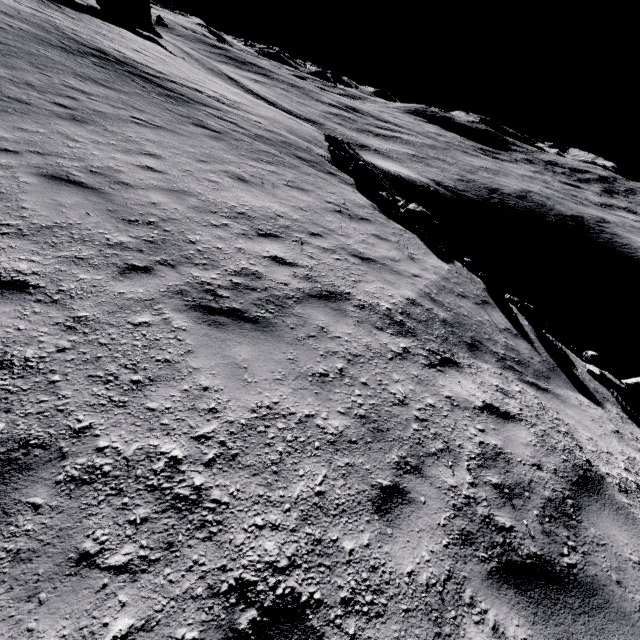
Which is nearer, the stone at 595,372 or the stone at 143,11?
the stone at 595,372

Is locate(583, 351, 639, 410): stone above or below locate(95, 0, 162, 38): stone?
below

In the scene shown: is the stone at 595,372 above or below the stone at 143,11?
below

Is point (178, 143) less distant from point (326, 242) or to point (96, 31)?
point (326, 242)

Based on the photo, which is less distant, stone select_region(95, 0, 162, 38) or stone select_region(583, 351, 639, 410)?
stone select_region(583, 351, 639, 410)
